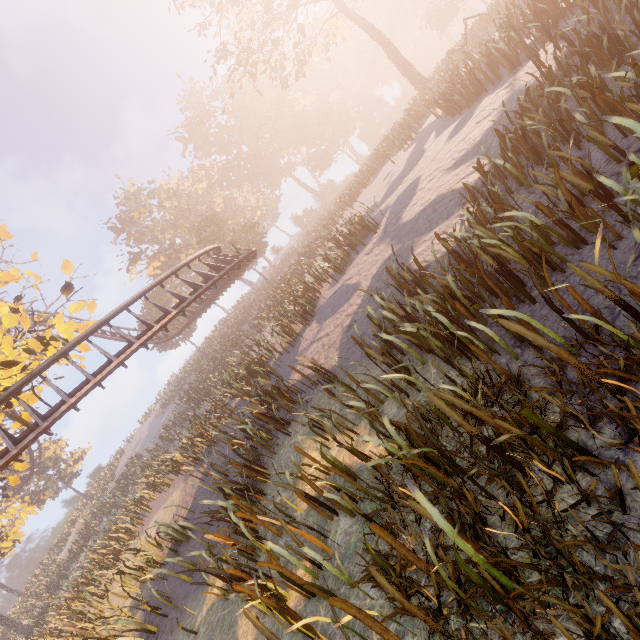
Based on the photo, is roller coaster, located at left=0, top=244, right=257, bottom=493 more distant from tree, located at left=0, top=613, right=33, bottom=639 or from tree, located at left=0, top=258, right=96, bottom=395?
tree, located at left=0, top=258, right=96, bottom=395

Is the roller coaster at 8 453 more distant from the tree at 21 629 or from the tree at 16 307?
the tree at 16 307

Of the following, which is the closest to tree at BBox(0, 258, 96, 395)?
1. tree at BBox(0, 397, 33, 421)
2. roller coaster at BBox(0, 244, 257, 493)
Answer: tree at BBox(0, 397, 33, 421)

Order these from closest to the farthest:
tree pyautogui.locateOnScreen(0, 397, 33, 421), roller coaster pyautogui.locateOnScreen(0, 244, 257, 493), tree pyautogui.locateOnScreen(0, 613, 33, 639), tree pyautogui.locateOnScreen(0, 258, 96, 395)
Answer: tree pyautogui.locateOnScreen(0, 258, 96, 395) → roller coaster pyautogui.locateOnScreen(0, 244, 257, 493) → tree pyautogui.locateOnScreen(0, 397, 33, 421) → tree pyautogui.locateOnScreen(0, 613, 33, 639)

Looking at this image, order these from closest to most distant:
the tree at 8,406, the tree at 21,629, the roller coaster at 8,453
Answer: the roller coaster at 8,453
the tree at 8,406
the tree at 21,629

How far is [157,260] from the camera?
45.97m
